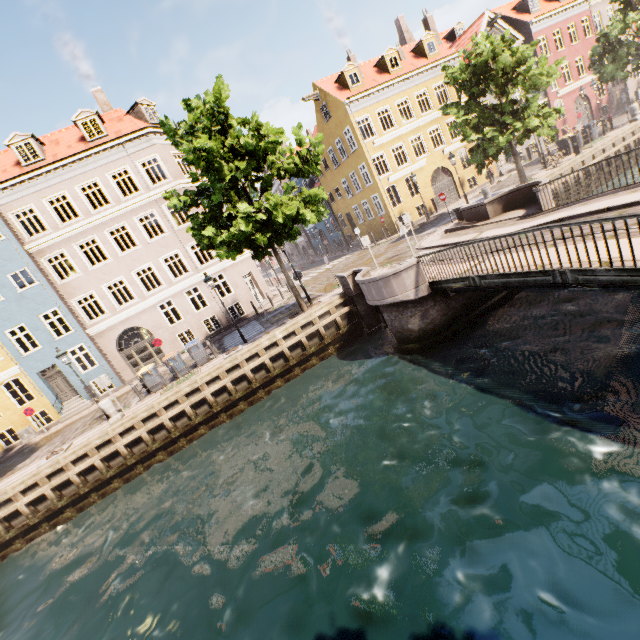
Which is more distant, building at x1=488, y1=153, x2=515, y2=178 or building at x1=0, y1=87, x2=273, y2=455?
building at x1=488, y1=153, x2=515, y2=178

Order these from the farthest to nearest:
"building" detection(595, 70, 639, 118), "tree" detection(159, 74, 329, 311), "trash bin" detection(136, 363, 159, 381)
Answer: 1. "building" detection(595, 70, 639, 118)
2. "trash bin" detection(136, 363, 159, 381)
3. "tree" detection(159, 74, 329, 311)

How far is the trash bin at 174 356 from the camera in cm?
1605

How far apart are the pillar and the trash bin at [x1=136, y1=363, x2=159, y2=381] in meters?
1.7 m

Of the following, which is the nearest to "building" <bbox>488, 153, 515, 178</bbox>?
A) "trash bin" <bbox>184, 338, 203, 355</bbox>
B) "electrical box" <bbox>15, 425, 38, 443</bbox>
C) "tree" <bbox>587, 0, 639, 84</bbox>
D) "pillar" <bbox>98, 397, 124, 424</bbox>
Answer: "electrical box" <bbox>15, 425, 38, 443</bbox>

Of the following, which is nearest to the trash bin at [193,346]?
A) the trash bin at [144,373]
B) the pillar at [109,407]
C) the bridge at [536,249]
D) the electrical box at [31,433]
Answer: the trash bin at [144,373]

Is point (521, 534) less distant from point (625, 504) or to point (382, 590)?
point (625, 504)
